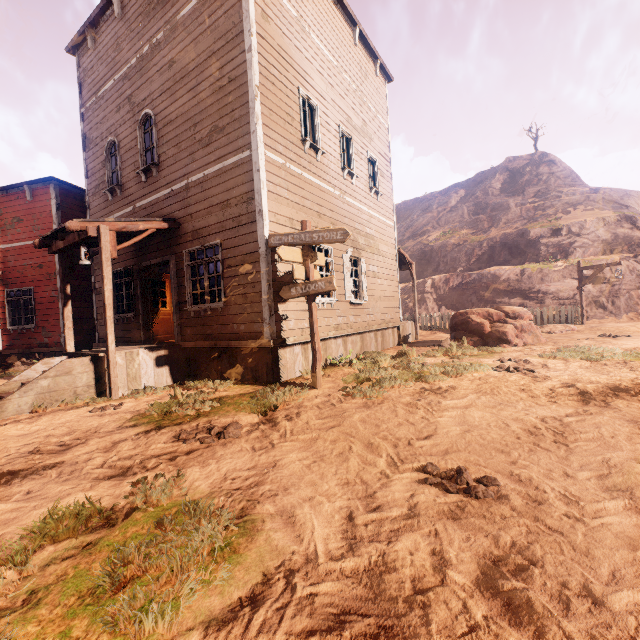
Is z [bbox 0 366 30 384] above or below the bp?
below

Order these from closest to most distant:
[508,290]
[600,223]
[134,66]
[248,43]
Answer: [248,43]
[134,66]
[508,290]
[600,223]

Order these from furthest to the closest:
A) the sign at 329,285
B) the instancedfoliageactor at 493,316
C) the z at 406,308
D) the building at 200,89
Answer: the z at 406,308
the instancedfoliageactor at 493,316
the building at 200,89
the sign at 329,285

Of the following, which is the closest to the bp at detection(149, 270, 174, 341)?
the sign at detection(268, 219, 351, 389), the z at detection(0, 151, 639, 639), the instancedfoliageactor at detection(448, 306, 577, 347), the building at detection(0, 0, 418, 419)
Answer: the building at detection(0, 0, 418, 419)

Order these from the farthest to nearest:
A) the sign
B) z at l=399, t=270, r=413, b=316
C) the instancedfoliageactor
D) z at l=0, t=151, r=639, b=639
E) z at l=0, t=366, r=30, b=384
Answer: z at l=399, t=270, r=413, b=316 < the instancedfoliageactor < z at l=0, t=366, r=30, b=384 < the sign < z at l=0, t=151, r=639, b=639

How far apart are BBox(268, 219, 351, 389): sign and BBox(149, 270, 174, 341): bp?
5.1m

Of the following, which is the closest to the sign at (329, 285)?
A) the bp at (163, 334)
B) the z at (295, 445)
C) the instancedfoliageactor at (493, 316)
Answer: the z at (295, 445)

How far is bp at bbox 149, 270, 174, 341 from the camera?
9.7m
